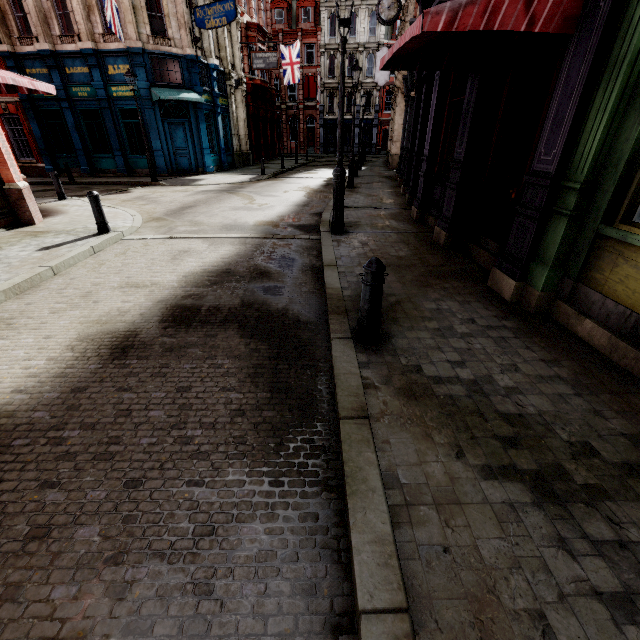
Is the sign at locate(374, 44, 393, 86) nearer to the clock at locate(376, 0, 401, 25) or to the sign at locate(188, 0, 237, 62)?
the sign at locate(188, 0, 237, 62)

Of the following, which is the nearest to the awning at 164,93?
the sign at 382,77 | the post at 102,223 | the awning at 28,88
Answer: the awning at 28,88

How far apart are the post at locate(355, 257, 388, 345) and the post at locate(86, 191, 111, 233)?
7.34m

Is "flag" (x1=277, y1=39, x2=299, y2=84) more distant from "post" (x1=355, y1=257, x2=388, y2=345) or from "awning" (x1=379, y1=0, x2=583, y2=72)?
"post" (x1=355, y1=257, x2=388, y2=345)

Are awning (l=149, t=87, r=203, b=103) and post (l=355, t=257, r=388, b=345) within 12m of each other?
no

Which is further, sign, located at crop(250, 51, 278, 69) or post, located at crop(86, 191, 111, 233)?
sign, located at crop(250, 51, 278, 69)

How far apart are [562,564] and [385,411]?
1.36m

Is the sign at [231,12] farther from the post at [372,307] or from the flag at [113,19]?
the post at [372,307]
